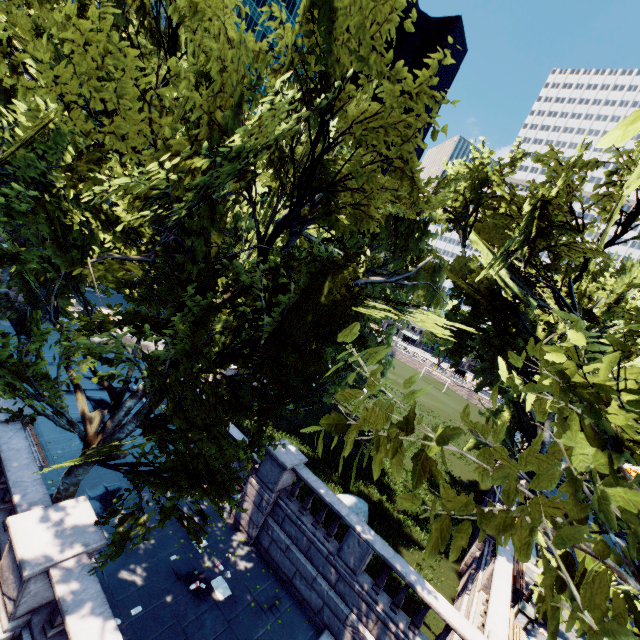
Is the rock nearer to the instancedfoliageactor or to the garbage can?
the garbage can

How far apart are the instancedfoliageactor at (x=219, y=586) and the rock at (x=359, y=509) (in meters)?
8.15

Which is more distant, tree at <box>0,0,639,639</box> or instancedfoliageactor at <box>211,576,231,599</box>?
instancedfoliageactor at <box>211,576,231,599</box>

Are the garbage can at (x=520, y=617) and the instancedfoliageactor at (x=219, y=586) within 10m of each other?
no

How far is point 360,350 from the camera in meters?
7.8

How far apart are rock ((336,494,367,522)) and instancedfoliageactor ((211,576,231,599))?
8.2m

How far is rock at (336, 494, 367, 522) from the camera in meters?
18.2

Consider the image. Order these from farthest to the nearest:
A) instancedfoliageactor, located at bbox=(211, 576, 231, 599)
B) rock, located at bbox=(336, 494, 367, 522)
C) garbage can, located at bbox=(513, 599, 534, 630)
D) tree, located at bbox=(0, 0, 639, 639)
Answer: rock, located at bbox=(336, 494, 367, 522)
garbage can, located at bbox=(513, 599, 534, 630)
instancedfoliageactor, located at bbox=(211, 576, 231, 599)
tree, located at bbox=(0, 0, 639, 639)
